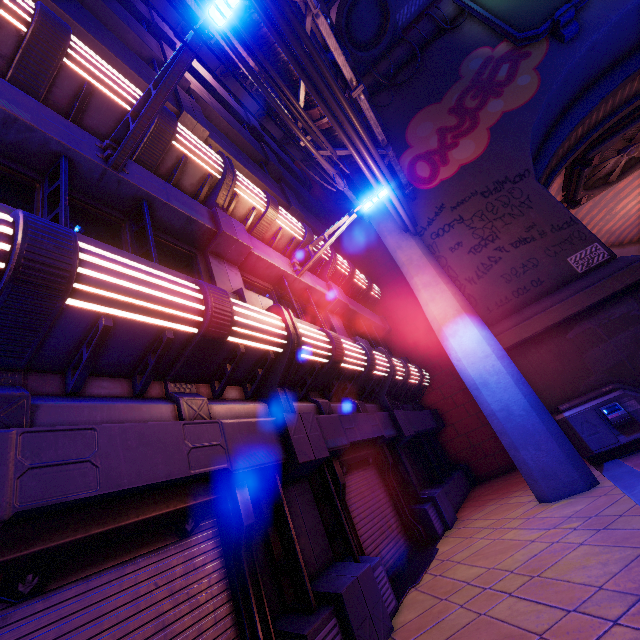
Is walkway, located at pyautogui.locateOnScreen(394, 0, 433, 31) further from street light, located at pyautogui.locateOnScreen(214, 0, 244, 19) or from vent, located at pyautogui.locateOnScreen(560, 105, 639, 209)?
street light, located at pyautogui.locateOnScreen(214, 0, 244, 19)

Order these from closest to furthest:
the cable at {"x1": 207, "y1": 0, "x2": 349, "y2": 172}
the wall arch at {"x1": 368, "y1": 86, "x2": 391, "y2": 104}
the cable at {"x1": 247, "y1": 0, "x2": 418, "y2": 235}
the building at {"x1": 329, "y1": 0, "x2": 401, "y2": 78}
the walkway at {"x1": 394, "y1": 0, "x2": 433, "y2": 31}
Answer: the cable at {"x1": 207, "y1": 0, "x2": 349, "y2": 172}, the cable at {"x1": 247, "y1": 0, "x2": 418, "y2": 235}, the building at {"x1": 329, "y1": 0, "x2": 401, "y2": 78}, the wall arch at {"x1": 368, "y1": 86, "x2": 391, "y2": 104}, the walkway at {"x1": 394, "y1": 0, "x2": 433, "y2": 31}

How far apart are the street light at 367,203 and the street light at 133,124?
4.5m

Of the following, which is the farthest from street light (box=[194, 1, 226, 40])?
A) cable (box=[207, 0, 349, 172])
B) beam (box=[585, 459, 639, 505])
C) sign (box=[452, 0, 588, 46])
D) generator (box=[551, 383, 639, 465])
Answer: sign (box=[452, 0, 588, 46])

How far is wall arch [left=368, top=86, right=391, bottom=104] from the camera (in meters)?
15.84

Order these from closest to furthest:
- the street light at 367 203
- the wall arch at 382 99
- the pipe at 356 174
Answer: the pipe at 356 174 < the street light at 367 203 < the wall arch at 382 99

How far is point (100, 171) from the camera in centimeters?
486cm

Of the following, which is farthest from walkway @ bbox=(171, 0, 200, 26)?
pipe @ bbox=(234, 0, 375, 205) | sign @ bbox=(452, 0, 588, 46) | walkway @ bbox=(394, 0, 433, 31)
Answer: walkway @ bbox=(394, 0, 433, 31)
